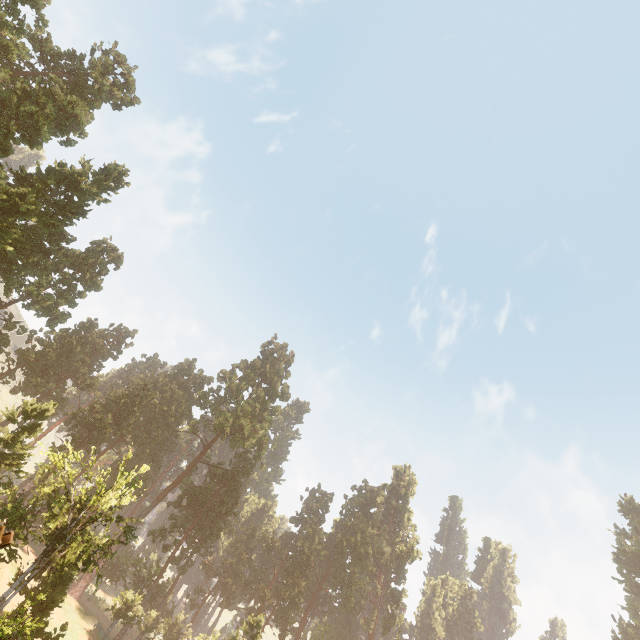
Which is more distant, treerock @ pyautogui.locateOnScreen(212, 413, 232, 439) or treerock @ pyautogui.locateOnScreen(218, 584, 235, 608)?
treerock @ pyautogui.locateOnScreen(218, 584, 235, 608)

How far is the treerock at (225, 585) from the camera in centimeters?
5706cm

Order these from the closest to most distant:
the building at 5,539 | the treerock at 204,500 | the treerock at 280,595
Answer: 1. the building at 5,539
2. the treerock at 204,500
3. the treerock at 280,595

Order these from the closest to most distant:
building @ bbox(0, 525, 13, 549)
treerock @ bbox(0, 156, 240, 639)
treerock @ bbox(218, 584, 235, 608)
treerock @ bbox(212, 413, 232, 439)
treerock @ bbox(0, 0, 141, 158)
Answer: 1. building @ bbox(0, 525, 13, 549)
2. treerock @ bbox(0, 156, 240, 639)
3. treerock @ bbox(0, 0, 141, 158)
4. treerock @ bbox(212, 413, 232, 439)
5. treerock @ bbox(218, 584, 235, 608)

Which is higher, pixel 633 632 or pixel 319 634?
pixel 633 632

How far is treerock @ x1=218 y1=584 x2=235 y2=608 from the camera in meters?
57.1 m
